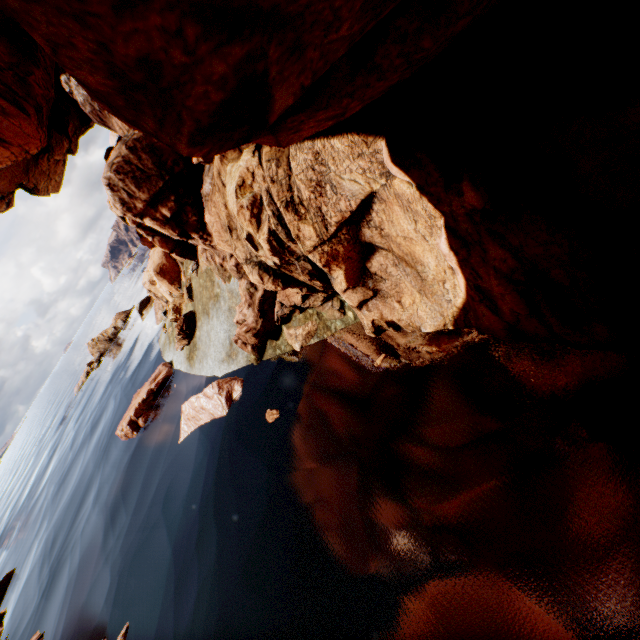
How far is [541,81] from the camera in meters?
3.1 m

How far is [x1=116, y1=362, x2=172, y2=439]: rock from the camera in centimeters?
1669cm

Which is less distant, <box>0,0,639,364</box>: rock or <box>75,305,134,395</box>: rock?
<box>0,0,639,364</box>: rock

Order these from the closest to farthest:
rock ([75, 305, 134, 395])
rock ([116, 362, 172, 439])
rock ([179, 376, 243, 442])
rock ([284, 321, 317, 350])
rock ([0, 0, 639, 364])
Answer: rock ([0, 0, 639, 364]), rock ([284, 321, 317, 350]), rock ([179, 376, 243, 442]), rock ([116, 362, 172, 439]), rock ([75, 305, 134, 395])

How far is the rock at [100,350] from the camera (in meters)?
45.09

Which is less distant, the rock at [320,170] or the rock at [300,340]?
the rock at [320,170]
